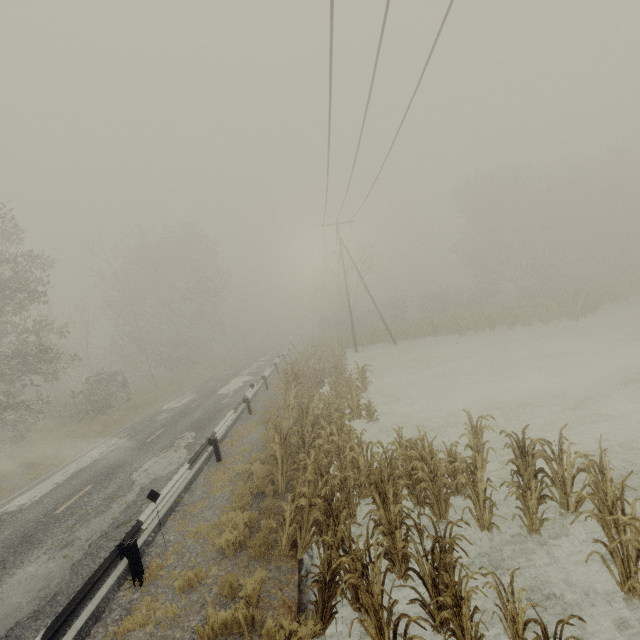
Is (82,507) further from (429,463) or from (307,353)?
(307,353)

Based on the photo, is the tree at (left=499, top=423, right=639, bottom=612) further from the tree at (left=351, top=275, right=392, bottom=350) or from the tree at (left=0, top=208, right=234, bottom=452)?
the tree at (left=0, top=208, right=234, bottom=452)

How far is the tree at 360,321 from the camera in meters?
31.4

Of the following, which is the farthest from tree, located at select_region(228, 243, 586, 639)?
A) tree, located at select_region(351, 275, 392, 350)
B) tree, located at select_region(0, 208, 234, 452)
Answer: tree, located at select_region(0, 208, 234, 452)

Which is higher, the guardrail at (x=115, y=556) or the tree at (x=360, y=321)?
the tree at (x=360, y=321)

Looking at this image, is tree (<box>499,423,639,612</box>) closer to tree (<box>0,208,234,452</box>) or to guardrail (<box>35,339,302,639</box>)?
guardrail (<box>35,339,302,639</box>)

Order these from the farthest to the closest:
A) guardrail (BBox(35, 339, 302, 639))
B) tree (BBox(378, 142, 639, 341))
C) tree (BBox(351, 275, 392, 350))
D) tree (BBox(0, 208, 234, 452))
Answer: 1. tree (BBox(351, 275, 392, 350))
2. tree (BBox(378, 142, 639, 341))
3. tree (BBox(0, 208, 234, 452))
4. guardrail (BBox(35, 339, 302, 639))

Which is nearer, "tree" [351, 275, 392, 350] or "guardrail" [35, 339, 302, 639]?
"guardrail" [35, 339, 302, 639]
